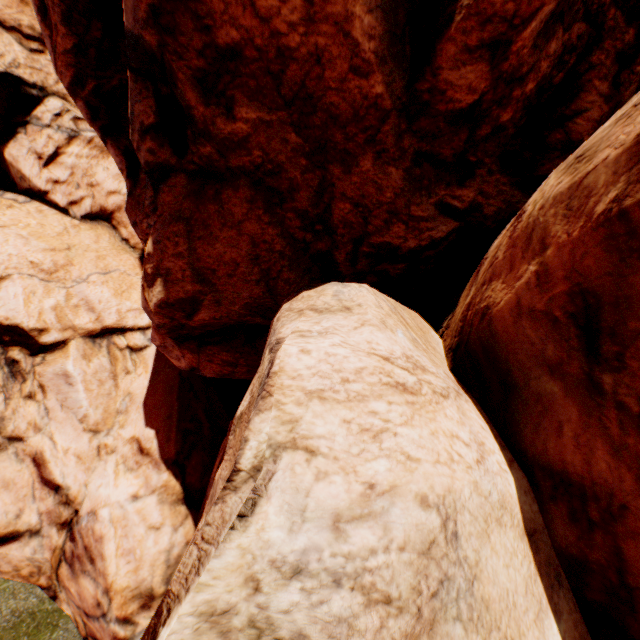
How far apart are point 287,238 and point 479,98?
3.04m
